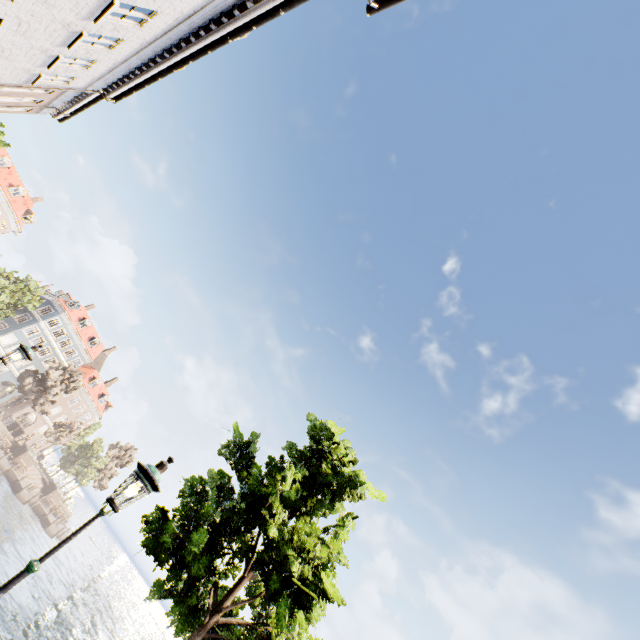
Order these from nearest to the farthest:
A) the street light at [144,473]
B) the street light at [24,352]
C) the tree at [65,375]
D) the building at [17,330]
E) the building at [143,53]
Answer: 1. the street light at [144,473]
2. the building at [143,53]
3. the street light at [24,352]
4. the tree at [65,375]
5. the building at [17,330]

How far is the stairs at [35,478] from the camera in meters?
45.0

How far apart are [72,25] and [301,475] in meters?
11.7 m

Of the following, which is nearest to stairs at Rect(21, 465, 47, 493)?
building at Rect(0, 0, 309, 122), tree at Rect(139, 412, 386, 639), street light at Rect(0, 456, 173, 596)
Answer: building at Rect(0, 0, 309, 122)

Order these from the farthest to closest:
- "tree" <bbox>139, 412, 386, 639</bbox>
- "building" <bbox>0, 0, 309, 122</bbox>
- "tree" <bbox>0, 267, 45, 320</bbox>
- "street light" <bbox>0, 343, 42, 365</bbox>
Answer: "tree" <bbox>0, 267, 45, 320</bbox> < "street light" <bbox>0, 343, 42, 365</bbox> < "building" <bbox>0, 0, 309, 122</bbox> < "tree" <bbox>139, 412, 386, 639</bbox>

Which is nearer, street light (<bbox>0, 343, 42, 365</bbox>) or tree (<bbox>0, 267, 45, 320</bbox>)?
street light (<bbox>0, 343, 42, 365</bbox>)

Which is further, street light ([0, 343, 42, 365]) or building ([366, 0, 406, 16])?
street light ([0, 343, 42, 365])

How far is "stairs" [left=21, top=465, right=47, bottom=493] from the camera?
45.03m
